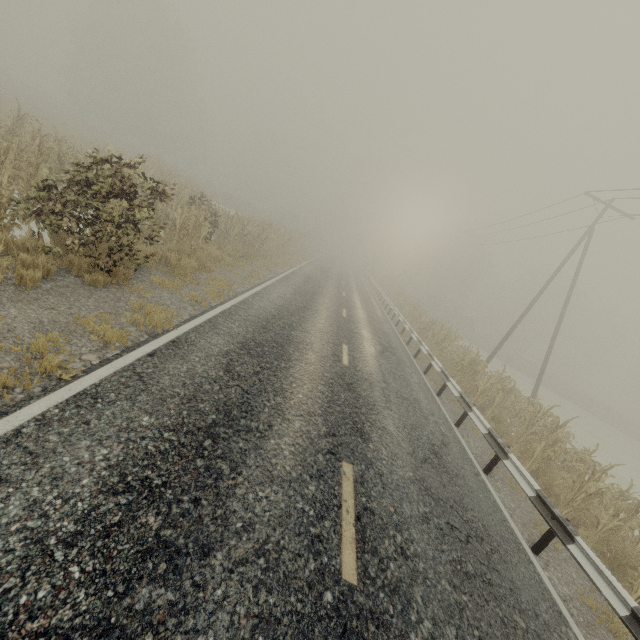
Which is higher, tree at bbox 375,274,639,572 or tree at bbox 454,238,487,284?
tree at bbox 454,238,487,284

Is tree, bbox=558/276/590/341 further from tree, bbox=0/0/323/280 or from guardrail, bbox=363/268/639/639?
guardrail, bbox=363/268/639/639

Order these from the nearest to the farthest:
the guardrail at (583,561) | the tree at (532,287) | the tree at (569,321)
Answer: the guardrail at (583,561) → the tree at (569,321) → the tree at (532,287)

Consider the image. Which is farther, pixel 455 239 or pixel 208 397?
pixel 455 239

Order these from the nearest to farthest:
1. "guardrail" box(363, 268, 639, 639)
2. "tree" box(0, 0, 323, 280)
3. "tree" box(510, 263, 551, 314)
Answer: "guardrail" box(363, 268, 639, 639)
"tree" box(0, 0, 323, 280)
"tree" box(510, 263, 551, 314)

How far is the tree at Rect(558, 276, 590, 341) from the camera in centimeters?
5231cm

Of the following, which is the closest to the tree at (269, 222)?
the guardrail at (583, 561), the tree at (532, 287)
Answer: the guardrail at (583, 561)
